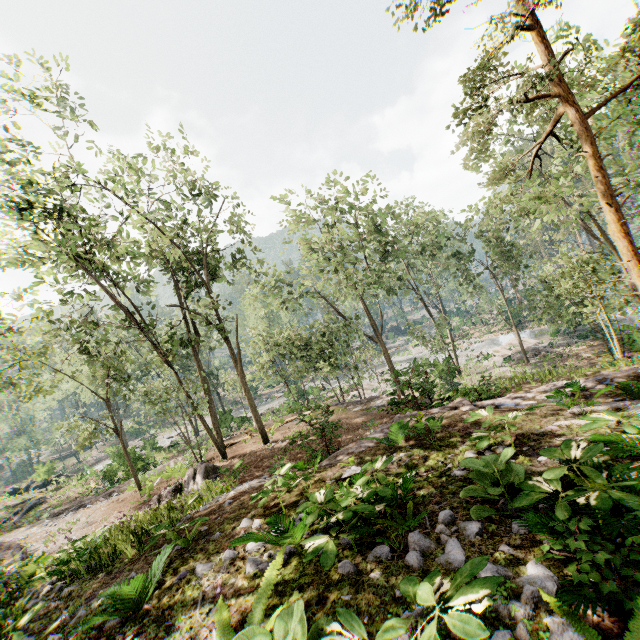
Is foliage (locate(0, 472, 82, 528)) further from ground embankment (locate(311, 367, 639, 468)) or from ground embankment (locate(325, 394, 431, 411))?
ground embankment (locate(311, 367, 639, 468))

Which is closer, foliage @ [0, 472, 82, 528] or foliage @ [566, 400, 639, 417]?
foliage @ [566, 400, 639, 417]

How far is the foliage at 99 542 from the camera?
7.1m

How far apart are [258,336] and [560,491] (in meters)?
24.16

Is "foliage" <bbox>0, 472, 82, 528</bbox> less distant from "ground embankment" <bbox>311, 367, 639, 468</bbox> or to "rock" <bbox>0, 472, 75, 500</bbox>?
"rock" <bbox>0, 472, 75, 500</bbox>

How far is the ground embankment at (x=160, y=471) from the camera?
19.3 meters

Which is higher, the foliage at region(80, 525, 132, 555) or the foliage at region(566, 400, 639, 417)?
the foliage at region(80, 525, 132, 555)

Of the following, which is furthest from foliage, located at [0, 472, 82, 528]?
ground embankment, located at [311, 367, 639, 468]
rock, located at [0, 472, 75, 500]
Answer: ground embankment, located at [311, 367, 639, 468]
